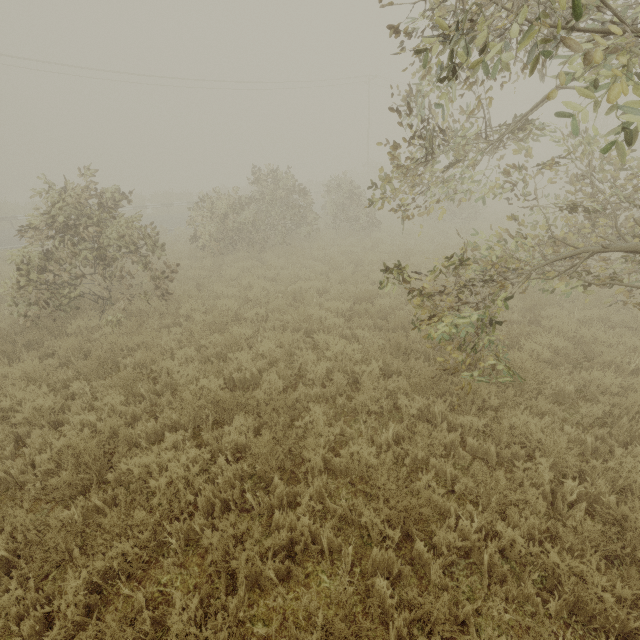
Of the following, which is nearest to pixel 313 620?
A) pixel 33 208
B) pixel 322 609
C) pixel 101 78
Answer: pixel 322 609
